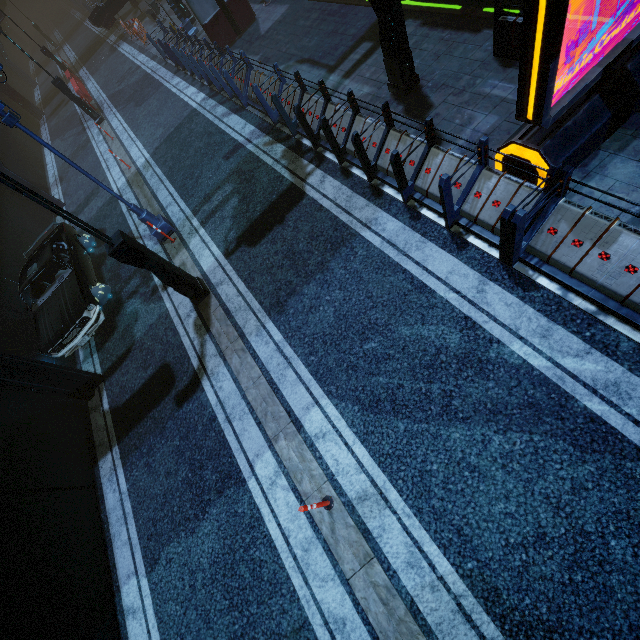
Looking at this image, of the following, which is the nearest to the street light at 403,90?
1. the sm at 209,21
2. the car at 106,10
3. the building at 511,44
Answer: the building at 511,44

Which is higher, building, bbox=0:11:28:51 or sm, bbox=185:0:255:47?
building, bbox=0:11:28:51

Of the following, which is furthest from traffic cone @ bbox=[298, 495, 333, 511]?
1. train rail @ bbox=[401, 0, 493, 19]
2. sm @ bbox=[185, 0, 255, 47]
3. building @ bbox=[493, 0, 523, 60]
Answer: sm @ bbox=[185, 0, 255, 47]

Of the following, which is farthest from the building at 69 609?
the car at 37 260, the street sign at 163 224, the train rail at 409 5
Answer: the street sign at 163 224

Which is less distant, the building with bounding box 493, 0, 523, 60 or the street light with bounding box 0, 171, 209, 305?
the street light with bounding box 0, 171, 209, 305

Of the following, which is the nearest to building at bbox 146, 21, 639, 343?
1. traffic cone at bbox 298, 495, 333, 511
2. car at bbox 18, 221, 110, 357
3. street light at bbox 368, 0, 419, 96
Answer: car at bbox 18, 221, 110, 357

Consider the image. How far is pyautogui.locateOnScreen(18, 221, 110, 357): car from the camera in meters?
8.5 m

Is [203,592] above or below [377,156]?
below
